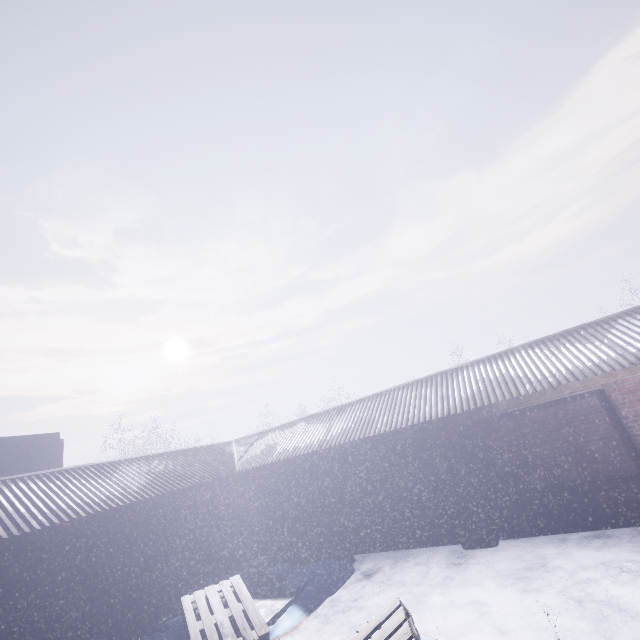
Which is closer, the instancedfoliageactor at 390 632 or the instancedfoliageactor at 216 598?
the instancedfoliageactor at 390 632

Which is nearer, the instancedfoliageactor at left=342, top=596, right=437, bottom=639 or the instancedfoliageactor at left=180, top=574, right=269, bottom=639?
the instancedfoliageactor at left=342, top=596, right=437, bottom=639

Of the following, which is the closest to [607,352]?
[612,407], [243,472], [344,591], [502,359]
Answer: [612,407]

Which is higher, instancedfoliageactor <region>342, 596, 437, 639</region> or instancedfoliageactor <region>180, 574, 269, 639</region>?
instancedfoliageactor <region>342, 596, 437, 639</region>

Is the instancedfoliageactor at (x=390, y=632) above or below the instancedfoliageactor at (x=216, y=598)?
above
